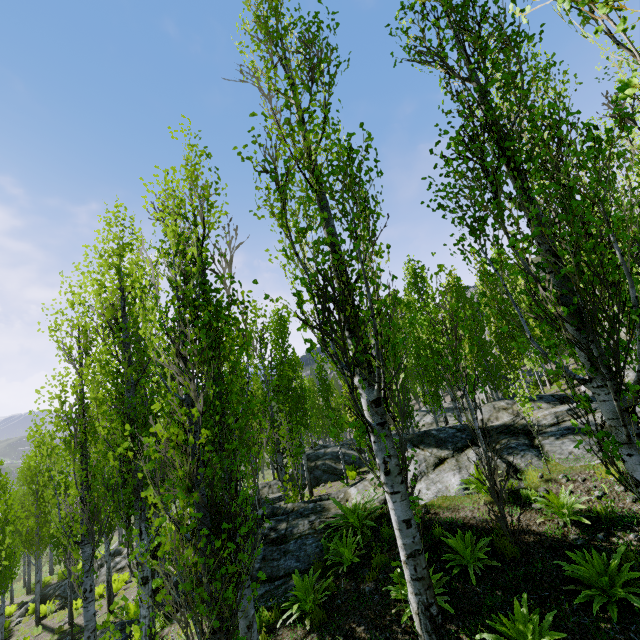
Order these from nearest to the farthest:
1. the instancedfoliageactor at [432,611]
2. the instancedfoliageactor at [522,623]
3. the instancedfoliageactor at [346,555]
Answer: the instancedfoliageactor at [432,611]
the instancedfoliageactor at [522,623]
the instancedfoliageactor at [346,555]

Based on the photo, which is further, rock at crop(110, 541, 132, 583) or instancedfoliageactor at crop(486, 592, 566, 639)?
rock at crop(110, 541, 132, 583)

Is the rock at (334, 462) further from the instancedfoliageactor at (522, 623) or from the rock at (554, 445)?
the rock at (554, 445)

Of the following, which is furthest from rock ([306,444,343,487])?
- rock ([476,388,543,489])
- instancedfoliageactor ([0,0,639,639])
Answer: rock ([476,388,543,489])

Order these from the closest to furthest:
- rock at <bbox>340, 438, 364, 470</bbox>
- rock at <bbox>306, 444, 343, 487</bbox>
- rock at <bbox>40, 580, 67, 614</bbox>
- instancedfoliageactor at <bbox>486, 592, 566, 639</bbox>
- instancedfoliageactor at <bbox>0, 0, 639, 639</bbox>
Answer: instancedfoliageactor at <bbox>0, 0, 639, 639</bbox>
instancedfoliageactor at <bbox>486, 592, 566, 639</bbox>
rock at <bbox>40, 580, 67, 614</bbox>
rock at <bbox>306, 444, 343, 487</bbox>
rock at <bbox>340, 438, 364, 470</bbox>

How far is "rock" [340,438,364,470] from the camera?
22.12m

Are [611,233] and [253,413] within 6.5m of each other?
yes

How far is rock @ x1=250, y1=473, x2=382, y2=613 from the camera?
7.67m
